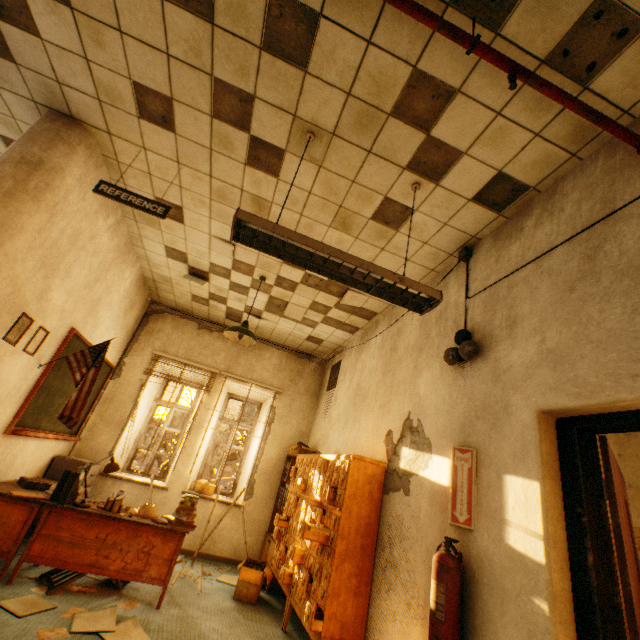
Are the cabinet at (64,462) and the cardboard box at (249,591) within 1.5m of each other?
no

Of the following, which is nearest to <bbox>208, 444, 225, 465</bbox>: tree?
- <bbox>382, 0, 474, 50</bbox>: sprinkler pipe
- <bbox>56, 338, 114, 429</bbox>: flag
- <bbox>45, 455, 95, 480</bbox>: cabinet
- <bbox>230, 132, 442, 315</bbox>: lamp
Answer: <bbox>45, 455, 95, 480</bbox>: cabinet

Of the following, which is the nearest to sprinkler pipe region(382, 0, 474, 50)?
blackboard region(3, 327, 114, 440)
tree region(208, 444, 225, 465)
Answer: blackboard region(3, 327, 114, 440)

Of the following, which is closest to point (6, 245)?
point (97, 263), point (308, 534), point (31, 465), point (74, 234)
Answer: point (74, 234)

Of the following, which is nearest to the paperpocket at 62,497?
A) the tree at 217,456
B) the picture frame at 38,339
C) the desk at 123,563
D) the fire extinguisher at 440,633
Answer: the desk at 123,563

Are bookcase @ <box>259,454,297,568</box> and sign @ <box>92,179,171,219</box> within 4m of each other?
no

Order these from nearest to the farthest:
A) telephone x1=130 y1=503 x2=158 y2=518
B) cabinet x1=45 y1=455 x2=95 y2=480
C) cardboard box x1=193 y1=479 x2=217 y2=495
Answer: telephone x1=130 y1=503 x2=158 y2=518 < cabinet x1=45 y1=455 x2=95 y2=480 < cardboard box x1=193 y1=479 x2=217 y2=495

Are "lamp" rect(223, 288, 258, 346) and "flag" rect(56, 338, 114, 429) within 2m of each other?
yes
